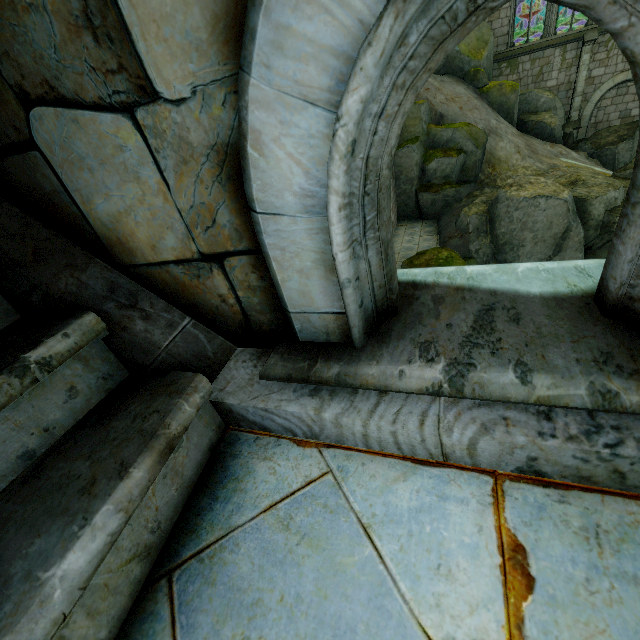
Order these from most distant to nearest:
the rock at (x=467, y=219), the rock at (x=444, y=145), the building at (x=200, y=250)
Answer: the rock at (x=444, y=145), the rock at (x=467, y=219), the building at (x=200, y=250)

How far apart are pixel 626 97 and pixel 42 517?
30.5 meters

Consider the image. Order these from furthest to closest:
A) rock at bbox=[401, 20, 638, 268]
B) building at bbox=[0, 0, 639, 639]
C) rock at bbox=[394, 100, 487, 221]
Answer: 1. rock at bbox=[394, 100, 487, 221]
2. rock at bbox=[401, 20, 638, 268]
3. building at bbox=[0, 0, 639, 639]

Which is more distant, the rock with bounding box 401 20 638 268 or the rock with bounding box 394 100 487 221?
the rock with bounding box 394 100 487 221

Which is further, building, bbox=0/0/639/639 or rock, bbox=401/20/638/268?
rock, bbox=401/20/638/268

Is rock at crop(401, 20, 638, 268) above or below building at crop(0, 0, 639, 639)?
below

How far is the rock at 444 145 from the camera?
15.8 meters
